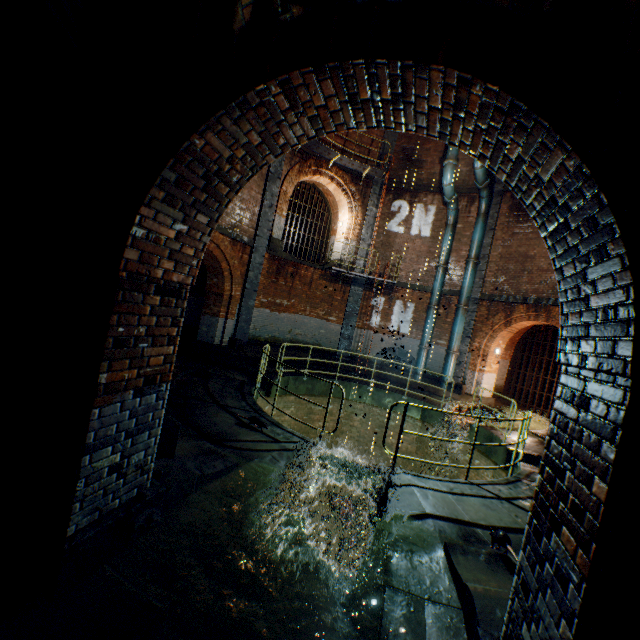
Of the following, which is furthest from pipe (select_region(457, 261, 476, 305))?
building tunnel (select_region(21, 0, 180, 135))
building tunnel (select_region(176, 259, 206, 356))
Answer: building tunnel (select_region(21, 0, 180, 135))

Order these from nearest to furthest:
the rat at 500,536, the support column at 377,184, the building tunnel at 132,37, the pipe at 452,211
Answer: the building tunnel at 132,37
the rat at 500,536
the pipe at 452,211
the support column at 377,184

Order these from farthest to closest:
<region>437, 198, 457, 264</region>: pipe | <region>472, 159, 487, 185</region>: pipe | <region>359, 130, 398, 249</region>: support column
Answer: <region>359, 130, 398, 249</region>: support column, <region>437, 198, 457, 264</region>: pipe, <region>472, 159, 487, 185</region>: pipe

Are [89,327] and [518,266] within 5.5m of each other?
no

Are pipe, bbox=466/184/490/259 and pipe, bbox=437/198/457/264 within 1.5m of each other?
yes

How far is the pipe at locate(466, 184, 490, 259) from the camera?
14.3m

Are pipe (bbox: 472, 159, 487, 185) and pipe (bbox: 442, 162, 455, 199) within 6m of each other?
yes

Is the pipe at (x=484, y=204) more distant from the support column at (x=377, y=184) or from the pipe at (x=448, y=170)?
the support column at (x=377, y=184)
